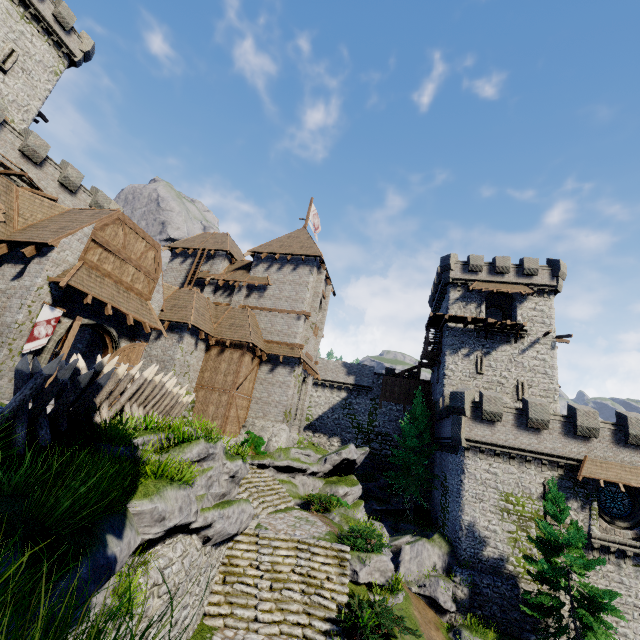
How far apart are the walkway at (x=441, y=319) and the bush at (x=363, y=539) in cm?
2019

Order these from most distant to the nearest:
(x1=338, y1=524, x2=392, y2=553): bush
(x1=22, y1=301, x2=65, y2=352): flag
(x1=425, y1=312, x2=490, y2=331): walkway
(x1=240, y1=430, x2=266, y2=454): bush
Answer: (x1=425, y1=312, x2=490, y2=331): walkway
(x1=240, y1=430, x2=266, y2=454): bush
(x1=338, y1=524, x2=392, y2=553): bush
(x1=22, y1=301, x2=65, y2=352): flag

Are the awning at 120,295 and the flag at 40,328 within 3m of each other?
yes

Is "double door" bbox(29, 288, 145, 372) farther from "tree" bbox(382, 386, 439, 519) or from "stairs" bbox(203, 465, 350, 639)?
"tree" bbox(382, 386, 439, 519)

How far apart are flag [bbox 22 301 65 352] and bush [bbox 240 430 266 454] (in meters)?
12.31

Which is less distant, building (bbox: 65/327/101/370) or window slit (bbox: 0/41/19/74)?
building (bbox: 65/327/101/370)

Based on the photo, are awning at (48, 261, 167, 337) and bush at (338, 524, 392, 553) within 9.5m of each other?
no

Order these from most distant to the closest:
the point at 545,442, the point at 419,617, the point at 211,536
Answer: the point at 545,442
the point at 419,617
the point at 211,536
